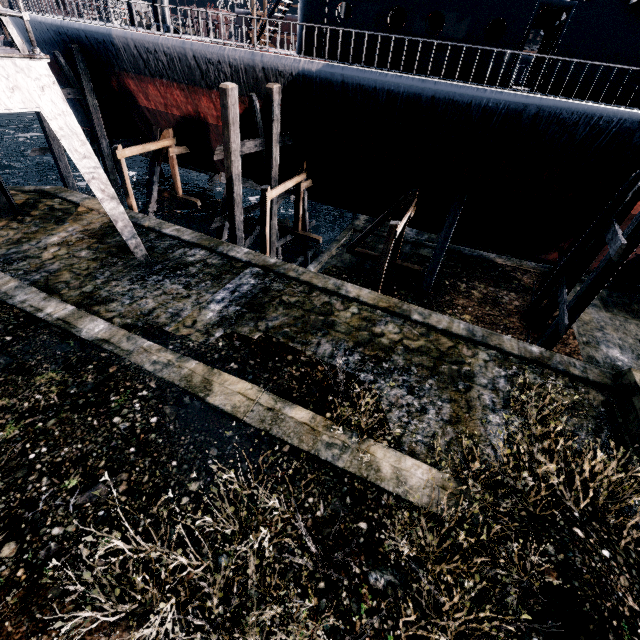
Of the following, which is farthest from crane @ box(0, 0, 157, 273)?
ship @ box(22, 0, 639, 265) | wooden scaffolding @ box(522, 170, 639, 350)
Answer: wooden scaffolding @ box(522, 170, 639, 350)

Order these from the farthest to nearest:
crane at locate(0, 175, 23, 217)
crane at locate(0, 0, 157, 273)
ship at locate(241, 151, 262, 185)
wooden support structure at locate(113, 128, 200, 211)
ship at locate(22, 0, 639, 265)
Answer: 1. ship at locate(241, 151, 262, 185)
2. wooden support structure at locate(113, 128, 200, 211)
3. crane at locate(0, 175, 23, 217)
4. ship at locate(22, 0, 639, 265)
5. crane at locate(0, 0, 157, 273)

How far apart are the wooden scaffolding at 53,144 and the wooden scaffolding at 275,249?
12.4 meters

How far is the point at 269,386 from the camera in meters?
8.3 m

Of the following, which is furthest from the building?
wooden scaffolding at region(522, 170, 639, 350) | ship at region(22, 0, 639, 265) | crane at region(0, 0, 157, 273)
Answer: wooden scaffolding at region(522, 170, 639, 350)

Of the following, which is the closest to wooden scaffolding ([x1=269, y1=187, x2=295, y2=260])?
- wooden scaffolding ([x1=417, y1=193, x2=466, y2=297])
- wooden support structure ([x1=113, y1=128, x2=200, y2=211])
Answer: wooden support structure ([x1=113, y1=128, x2=200, y2=211])

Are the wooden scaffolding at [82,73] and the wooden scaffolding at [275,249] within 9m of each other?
no

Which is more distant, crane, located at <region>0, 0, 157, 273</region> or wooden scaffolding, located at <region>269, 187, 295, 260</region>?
wooden scaffolding, located at <region>269, 187, 295, 260</region>
